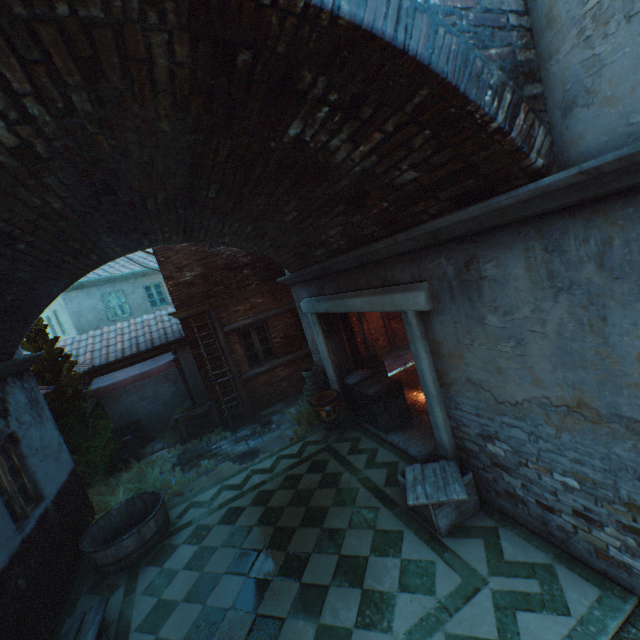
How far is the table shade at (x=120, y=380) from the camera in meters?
8.8

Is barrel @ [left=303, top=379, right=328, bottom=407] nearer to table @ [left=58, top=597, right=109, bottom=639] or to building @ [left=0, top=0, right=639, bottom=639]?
building @ [left=0, top=0, right=639, bottom=639]

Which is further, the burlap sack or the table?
the burlap sack

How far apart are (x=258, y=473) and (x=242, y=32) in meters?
7.3

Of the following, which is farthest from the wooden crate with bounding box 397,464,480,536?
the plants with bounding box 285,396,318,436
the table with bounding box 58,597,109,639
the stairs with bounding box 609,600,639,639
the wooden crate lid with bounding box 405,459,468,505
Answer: the table with bounding box 58,597,109,639

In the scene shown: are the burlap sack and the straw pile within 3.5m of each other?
no

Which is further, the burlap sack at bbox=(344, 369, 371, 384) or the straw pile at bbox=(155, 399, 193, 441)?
the straw pile at bbox=(155, 399, 193, 441)

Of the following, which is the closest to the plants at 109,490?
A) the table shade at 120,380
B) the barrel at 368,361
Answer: the table shade at 120,380
